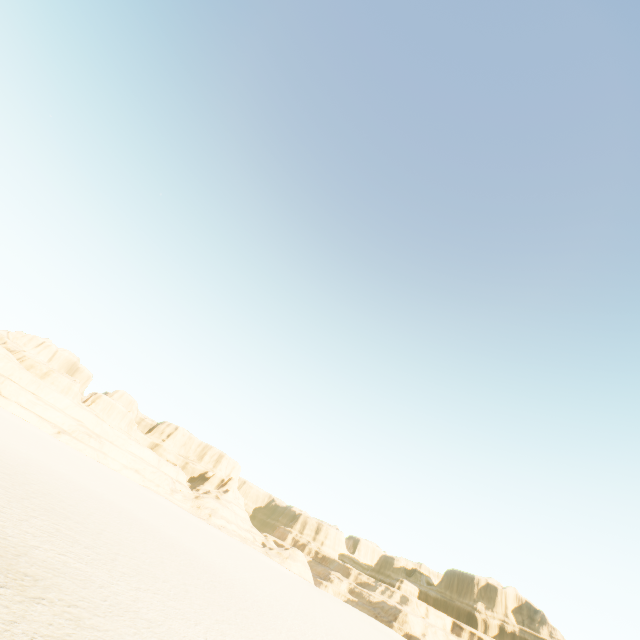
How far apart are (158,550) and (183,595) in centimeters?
754cm
